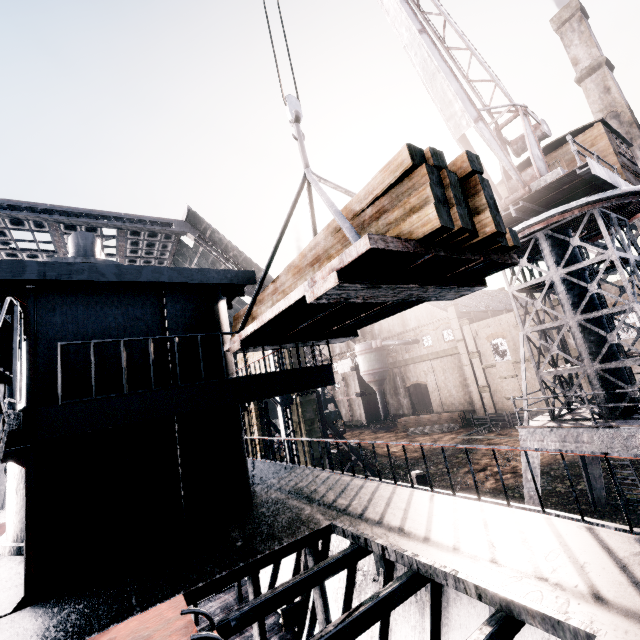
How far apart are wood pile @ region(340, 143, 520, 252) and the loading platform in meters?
0.0

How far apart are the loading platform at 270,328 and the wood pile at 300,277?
0.0 meters

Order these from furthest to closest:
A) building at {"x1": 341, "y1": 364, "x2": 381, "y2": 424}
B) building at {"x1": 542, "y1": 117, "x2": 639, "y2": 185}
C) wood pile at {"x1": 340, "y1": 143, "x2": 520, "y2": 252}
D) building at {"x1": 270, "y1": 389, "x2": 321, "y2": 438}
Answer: building at {"x1": 341, "y1": 364, "x2": 381, "y2": 424} < building at {"x1": 270, "y1": 389, "x2": 321, "y2": 438} < building at {"x1": 542, "y1": 117, "x2": 639, "y2": 185} < wood pile at {"x1": 340, "y1": 143, "x2": 520, "y2": 252}

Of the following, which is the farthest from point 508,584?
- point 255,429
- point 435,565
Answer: point 255,429

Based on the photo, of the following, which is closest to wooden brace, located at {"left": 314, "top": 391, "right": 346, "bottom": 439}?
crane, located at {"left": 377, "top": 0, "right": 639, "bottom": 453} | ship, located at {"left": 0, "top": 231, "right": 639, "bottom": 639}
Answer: ship, located at {"left": 0, "top": 231, "right": 639, "bottom": 639}

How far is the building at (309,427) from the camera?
26.52m

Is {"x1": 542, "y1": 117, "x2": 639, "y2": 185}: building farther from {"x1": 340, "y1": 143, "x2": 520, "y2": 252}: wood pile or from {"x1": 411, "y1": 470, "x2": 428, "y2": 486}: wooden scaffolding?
{"x1": 340, "y1": 143, "x2": 520, "y2": 252}: wood pile
